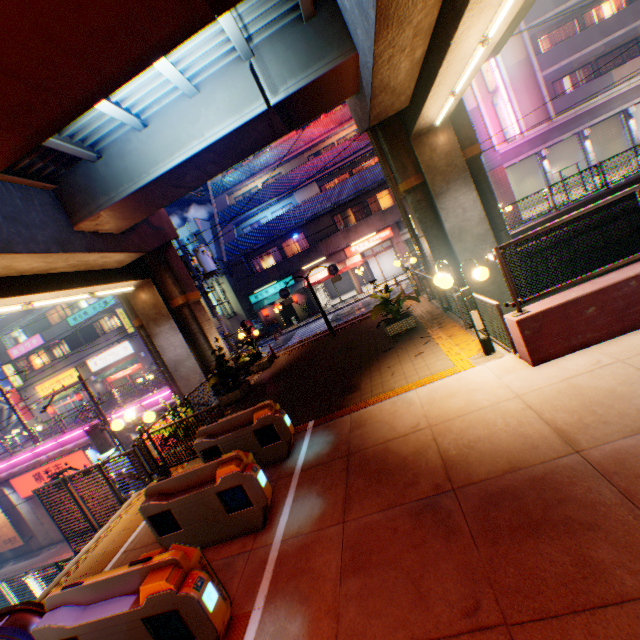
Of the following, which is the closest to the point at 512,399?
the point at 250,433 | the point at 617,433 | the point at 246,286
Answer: the point at 617,433

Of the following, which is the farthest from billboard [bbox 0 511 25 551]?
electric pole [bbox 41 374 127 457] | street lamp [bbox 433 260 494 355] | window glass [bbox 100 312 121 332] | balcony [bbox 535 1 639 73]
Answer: balcony [bbox 535 1 639 73]

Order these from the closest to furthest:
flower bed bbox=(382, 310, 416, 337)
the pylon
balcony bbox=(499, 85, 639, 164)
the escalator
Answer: the escalator
flower bed bbox=(382, 310, 416, 337)
balcony bbox=(499, 85, 639, 164)
the pylon

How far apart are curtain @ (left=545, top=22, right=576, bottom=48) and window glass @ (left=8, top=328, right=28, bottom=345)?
52.2m

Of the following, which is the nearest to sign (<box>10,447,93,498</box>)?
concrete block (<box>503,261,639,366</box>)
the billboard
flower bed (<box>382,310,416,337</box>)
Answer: the billboard

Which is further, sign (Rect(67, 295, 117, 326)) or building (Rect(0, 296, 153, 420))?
building (Rect(0, 296, 153, 420))

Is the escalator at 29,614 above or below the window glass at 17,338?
below

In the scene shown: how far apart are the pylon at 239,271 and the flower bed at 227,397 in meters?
15.2 m
